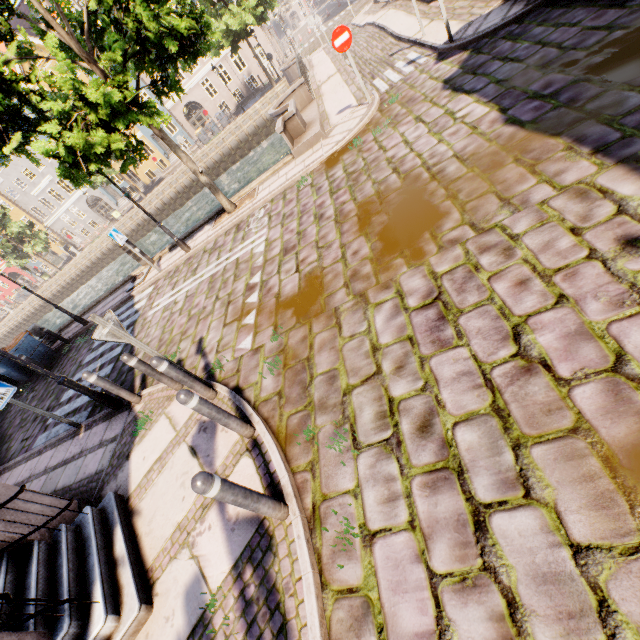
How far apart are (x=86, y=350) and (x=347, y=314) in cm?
1085

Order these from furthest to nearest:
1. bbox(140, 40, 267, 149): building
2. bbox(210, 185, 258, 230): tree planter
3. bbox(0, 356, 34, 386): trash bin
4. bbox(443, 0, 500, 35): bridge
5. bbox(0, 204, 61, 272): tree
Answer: bbox(0, 204, 61, 272): tree, bbox(140, 40, 267, 149): building, bbox(0, 356, 34, 386): trash bin, bbox(210, 185, 258, 230): tree planter, bbox(443, 0, 500, 35): bridge

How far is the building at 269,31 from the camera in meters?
32.1

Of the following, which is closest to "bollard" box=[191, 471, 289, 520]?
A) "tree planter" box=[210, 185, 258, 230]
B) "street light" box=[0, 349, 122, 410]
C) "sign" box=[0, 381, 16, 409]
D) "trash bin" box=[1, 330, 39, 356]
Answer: "street light" box=[0, 349, 122, 410]

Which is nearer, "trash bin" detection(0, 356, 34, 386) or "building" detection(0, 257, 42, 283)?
"trash bin" detection(0, 356, 34, 386)

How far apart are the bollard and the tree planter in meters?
9.1 m

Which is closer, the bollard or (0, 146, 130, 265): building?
the bollard

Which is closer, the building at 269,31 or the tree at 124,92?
the tree at 124,92
